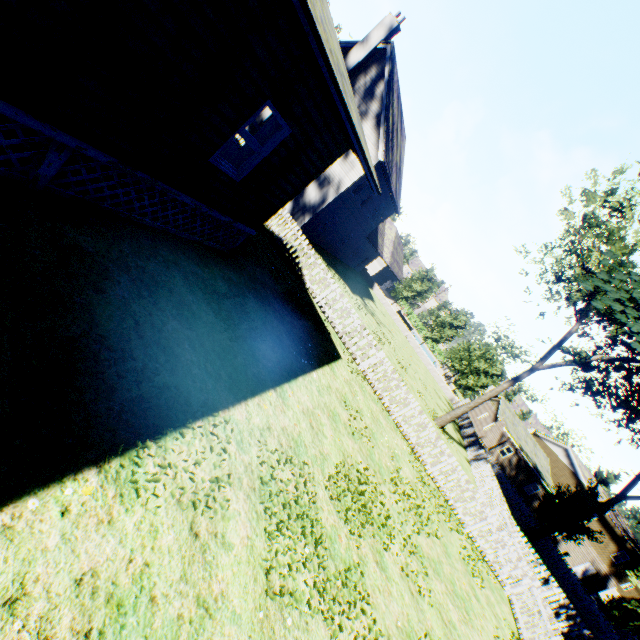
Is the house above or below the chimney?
below

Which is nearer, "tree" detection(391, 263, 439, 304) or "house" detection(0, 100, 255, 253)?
"house" detection(0, 100, 255, 253)

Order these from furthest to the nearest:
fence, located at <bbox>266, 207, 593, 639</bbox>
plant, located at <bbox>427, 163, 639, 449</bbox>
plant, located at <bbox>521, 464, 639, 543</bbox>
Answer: plant, located at <bbox>521, 464, 639, 543</bbox>, plant, located at <bbox>427, 163, 639, 449</bbox>, fence, located at <bbox>266, 207, 593, 639</bbox>

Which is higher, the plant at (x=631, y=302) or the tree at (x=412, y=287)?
the plant at (x=631, y=302)

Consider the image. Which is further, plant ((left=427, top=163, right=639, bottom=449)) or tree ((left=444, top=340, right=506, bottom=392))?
tree ((left=444, top=340, right=506, bottom=392))

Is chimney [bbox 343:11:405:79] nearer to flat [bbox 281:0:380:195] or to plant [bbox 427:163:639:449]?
flat [bbox 281:0:380:195]

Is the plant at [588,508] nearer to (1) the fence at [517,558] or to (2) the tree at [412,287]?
(1) the fence at [517,558]

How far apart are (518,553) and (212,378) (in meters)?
13.55
